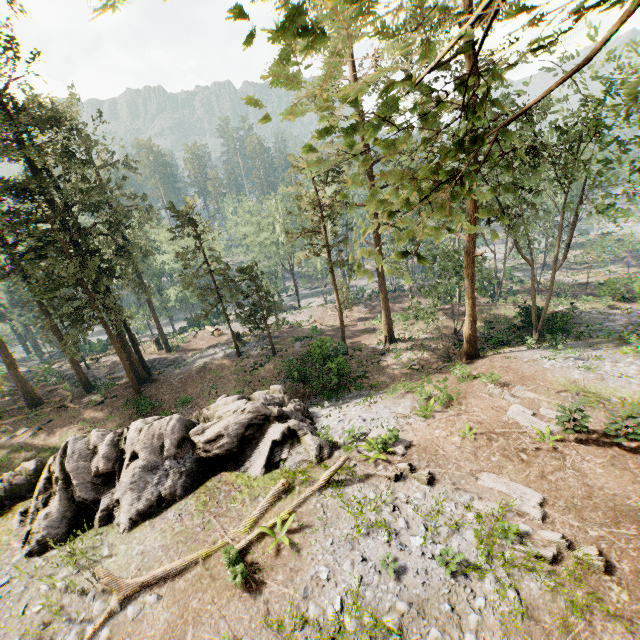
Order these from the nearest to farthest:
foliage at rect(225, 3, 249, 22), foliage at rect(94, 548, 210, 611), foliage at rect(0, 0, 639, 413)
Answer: foliage at rect(225, 3, 249, 22), foliage at rect(0, 0, 639, 413), foliage at rect(94, 548, 210, 611)

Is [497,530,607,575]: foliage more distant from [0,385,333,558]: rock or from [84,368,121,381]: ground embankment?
[0,385,333,558]: rock

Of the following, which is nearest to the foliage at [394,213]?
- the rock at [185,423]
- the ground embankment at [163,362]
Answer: the ground embankment at [163,362]

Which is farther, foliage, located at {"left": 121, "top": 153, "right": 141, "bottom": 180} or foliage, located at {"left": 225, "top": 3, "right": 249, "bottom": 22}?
foliage, located at {"left": 121, "top": 153, "right": 141, "bottom": 180}

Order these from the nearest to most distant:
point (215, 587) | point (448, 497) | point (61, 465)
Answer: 1. point (215, 587)
2. point (448, 497)
3. point (61, 465)

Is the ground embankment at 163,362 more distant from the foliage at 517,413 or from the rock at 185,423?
the rock at 185,423

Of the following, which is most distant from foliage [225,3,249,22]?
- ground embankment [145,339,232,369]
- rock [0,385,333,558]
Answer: rock [0,385,333,558]
